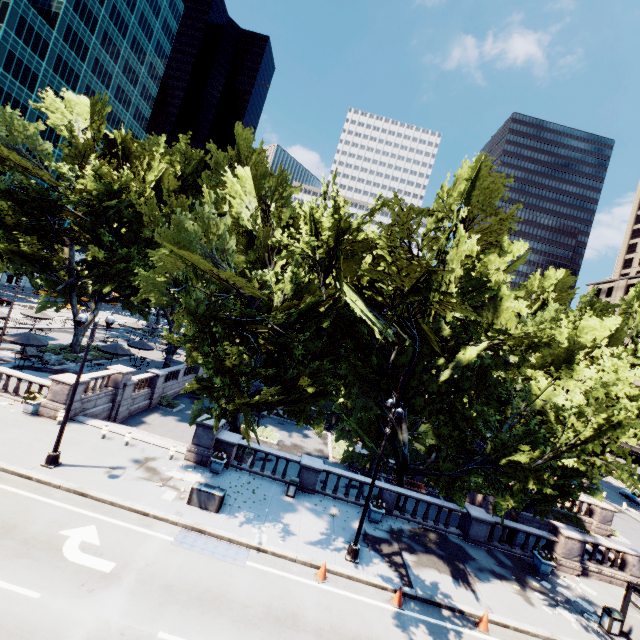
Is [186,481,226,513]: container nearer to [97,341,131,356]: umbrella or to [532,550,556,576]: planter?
[532,550,556,576]: planter

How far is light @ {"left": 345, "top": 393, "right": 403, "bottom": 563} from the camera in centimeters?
1381cm

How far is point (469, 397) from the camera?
19.44m

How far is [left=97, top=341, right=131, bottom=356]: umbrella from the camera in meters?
29.1 m

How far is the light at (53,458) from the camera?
14.6m

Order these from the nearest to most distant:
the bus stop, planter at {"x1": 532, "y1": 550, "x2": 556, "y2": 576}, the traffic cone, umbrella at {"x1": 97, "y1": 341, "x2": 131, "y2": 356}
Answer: the traffic cone
the bus stop
planter at {"x1": 532, "y1": 550, "x2": 556, "y2": 576}
umbrella at {"x1": 97, "y1": 341, "x2": 131, "y2": 356}

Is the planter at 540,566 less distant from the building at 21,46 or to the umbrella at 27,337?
the umbrella at 27,337

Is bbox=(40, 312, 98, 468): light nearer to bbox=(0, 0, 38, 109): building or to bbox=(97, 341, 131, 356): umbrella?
bbox=(97, 341, 131, 356): umbrella
